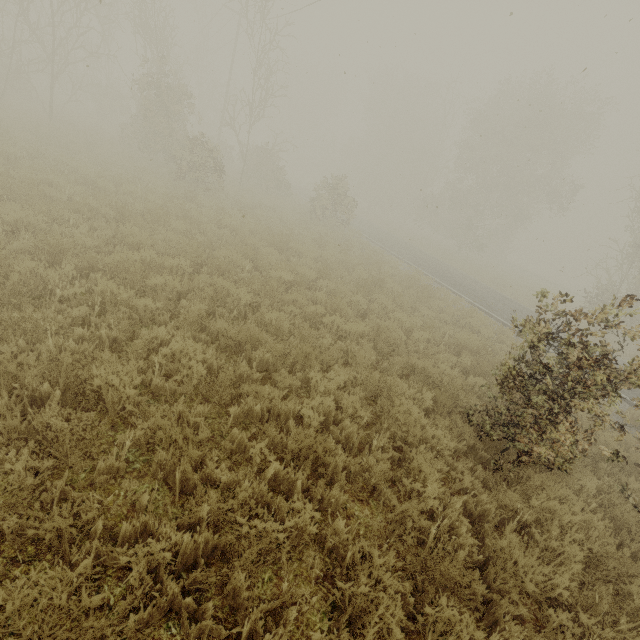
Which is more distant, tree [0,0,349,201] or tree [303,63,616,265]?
tree [303,63,616,265]

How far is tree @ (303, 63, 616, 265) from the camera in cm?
2627

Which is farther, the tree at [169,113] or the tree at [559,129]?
the tree at [559,129]

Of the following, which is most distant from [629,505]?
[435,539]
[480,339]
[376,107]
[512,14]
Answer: [376,107]

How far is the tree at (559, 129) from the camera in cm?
2627
